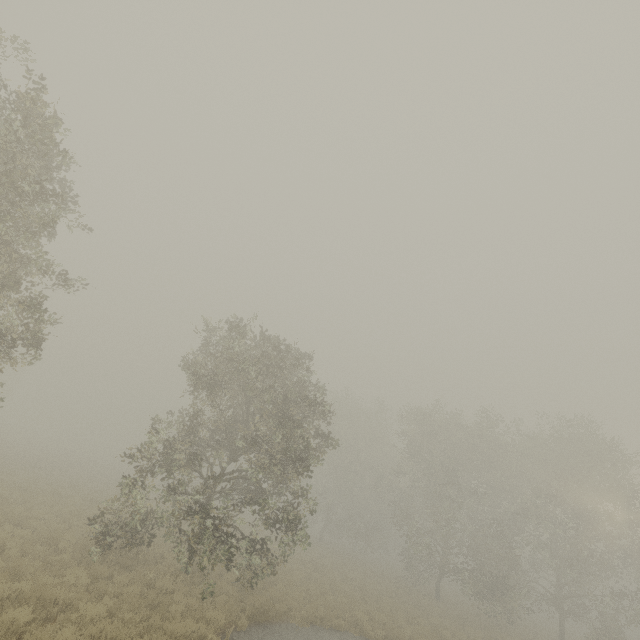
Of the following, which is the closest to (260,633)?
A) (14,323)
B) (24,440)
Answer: (14,323)
